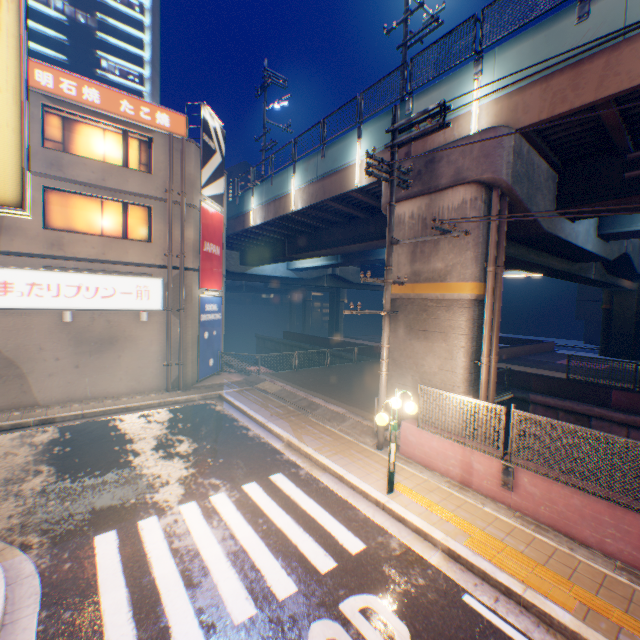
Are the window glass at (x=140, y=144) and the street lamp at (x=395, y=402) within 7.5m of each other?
no

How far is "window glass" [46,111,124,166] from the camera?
12.5 meters

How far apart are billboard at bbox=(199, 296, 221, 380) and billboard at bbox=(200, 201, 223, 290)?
0.23m

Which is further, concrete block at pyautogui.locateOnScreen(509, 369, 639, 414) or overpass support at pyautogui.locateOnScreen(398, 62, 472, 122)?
concrete block at pyautogui.locateOnScreen(509, 369, 639, 414)

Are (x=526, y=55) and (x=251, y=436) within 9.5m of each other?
no

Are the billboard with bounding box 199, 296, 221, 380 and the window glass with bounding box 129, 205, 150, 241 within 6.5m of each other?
yes

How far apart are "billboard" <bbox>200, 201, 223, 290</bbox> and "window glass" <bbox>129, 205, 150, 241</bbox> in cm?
211

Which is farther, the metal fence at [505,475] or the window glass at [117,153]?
the window glass at [117,153]
